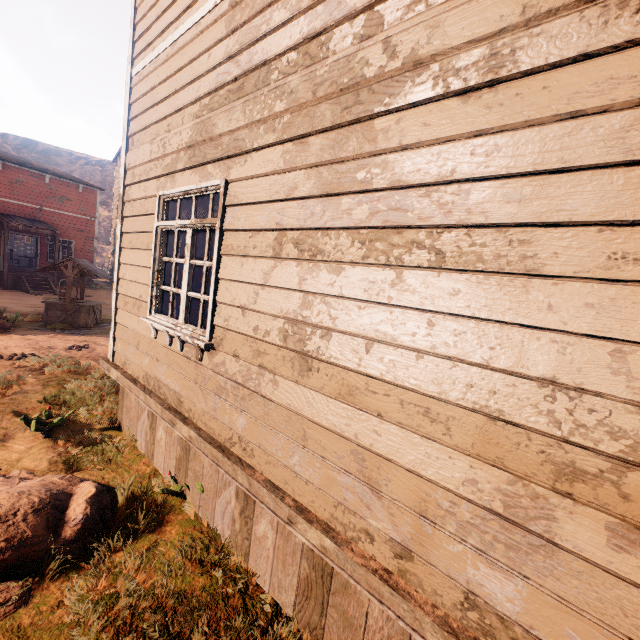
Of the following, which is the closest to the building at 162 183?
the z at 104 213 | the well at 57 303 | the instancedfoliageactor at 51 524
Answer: the z at 104 213

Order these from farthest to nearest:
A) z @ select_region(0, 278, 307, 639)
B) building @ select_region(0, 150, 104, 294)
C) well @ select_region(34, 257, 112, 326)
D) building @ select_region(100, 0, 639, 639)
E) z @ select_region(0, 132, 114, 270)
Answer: z @ select_region(0, 132, 114, 270)
building @ select_region(0, 150, 104, 294)
well @ select_region(34, 257, 112, 326)
z @ select_region(0, 278, 307, 639)
building @ select_region(100, 0, 639, 639)

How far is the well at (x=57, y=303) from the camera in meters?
10.8 m

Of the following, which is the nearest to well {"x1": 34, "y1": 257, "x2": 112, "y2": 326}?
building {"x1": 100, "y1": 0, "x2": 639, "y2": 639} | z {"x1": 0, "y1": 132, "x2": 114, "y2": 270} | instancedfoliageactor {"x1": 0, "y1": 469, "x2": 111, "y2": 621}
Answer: z {"x1": 0, "y1": 132, "x2": 114, "y2": 270}

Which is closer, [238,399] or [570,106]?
[570,106]

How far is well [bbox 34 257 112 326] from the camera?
10.8 meters

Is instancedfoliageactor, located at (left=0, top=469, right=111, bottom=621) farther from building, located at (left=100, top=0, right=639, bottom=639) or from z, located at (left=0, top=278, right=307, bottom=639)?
building, located at (left=100, top=0, right=639, bottom=639)

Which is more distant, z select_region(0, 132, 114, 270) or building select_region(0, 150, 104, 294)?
z select_region(0, 132, 114, 270)
